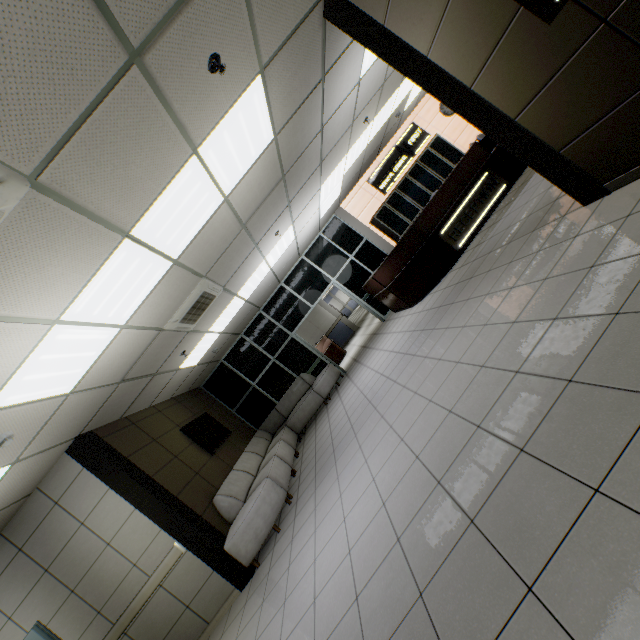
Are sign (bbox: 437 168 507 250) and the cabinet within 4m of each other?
yes

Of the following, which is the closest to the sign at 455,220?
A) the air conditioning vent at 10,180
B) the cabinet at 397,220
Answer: the cabinet at 397,220

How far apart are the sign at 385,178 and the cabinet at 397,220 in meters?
0.2

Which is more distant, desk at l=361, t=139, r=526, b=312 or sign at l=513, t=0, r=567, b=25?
desk at l=361, t=139, r=526, b=312

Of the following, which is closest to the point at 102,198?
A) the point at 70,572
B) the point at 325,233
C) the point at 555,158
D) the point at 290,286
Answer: the point at 555,158

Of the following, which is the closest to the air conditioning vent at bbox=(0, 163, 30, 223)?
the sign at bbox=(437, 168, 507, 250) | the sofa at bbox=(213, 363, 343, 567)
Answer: the sofa at bbox=(213, 363, 343, 567)

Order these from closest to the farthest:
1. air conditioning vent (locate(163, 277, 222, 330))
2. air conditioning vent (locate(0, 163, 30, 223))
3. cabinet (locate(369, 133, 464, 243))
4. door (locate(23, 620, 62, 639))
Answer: air conditioning vent (locate(0, 163, 30, 223)) < door (locate(23, 620, 62, 639)) < air conditioning vent (locate(163, 277, 222, 330)) < cabinet (locate(369, 133, 464, 243))

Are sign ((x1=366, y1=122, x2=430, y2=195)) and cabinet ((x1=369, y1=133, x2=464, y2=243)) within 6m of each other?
yes
